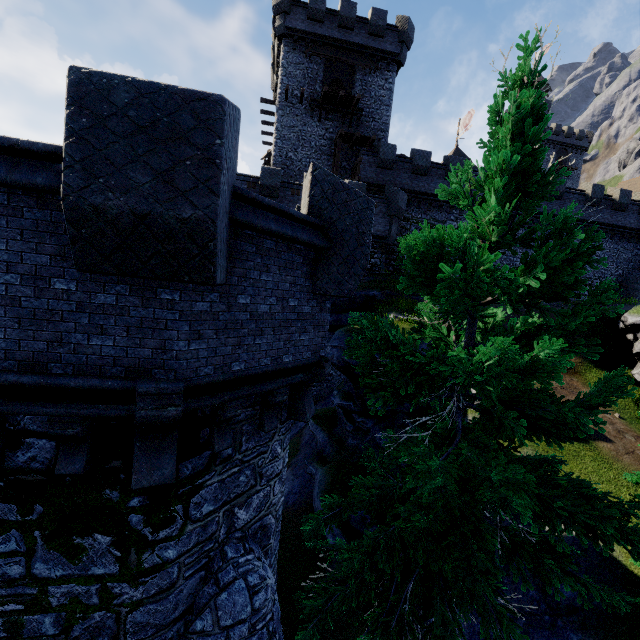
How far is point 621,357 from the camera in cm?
1720

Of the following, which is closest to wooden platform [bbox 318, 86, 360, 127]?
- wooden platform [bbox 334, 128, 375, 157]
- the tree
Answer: wooden platform [bbox 334, 128, 375, 157]

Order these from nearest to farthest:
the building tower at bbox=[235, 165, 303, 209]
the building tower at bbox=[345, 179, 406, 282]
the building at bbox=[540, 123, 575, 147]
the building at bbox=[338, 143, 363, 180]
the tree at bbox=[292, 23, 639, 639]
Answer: the tree at bbox=[292, 23, 639, 639], the building tower at bbox=[235, 165, 303, 209], the building tower at bbox=[345, 179, 406, 282], the building at bbox=[338, 143, 363, 180], the building at bbox=[540, 123, 575, 147]

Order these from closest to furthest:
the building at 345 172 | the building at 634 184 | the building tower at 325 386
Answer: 1. the building tower at 325 386
2. the building at 345 172
3. the building at 634 184

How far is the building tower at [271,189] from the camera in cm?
2150

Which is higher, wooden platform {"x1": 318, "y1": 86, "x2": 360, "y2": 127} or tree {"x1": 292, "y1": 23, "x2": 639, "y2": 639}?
wooden platform {"x1": 318, "y1": 86, "x2": 360, "y2": 127}

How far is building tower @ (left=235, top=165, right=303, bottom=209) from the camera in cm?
2150

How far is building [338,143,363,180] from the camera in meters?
27.6
